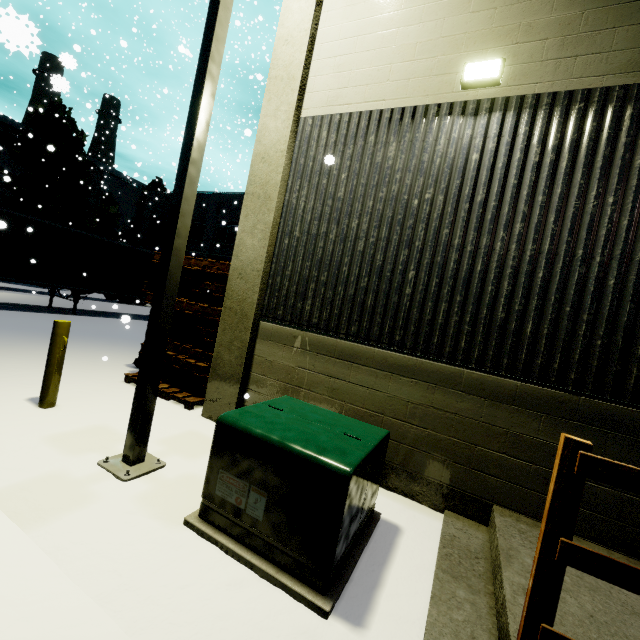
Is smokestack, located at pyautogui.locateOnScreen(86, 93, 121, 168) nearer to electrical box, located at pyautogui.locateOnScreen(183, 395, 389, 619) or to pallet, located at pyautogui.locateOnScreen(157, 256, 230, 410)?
pallet, located at pyautogui.locateOnScreen(157, 256, 230, 410)

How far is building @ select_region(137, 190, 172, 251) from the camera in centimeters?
2852cm

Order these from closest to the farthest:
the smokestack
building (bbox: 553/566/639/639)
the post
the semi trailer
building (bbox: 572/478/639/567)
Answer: building (bbox: 553/566/639/639) → building (bbox: 572/478/639/567) → the post → the semi trailer → the smokestack

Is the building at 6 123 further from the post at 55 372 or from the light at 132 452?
the post at 55 372

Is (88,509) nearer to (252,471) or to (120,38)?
(252,471)

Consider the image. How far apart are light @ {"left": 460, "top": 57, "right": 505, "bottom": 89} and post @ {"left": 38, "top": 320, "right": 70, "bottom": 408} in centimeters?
645cm

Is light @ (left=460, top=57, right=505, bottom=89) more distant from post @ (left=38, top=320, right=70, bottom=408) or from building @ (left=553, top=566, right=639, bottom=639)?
post @ (left=38, top=320, right=70, bottom=408)

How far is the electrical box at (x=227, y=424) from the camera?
2.5 meters
